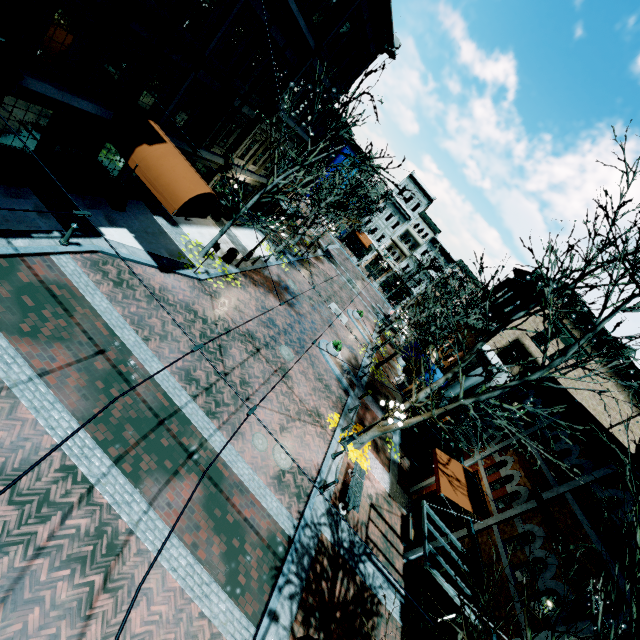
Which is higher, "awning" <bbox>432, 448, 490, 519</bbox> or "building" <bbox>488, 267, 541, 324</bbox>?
"building" <bbox>488, 267, 541, 324</bbox>

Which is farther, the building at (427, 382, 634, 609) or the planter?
the planter

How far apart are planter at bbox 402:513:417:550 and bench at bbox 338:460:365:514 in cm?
319

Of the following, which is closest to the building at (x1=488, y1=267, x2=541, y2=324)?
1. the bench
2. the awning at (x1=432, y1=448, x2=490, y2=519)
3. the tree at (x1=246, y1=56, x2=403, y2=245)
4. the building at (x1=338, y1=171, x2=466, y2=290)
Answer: the awning at (x1=432, y1=448, x2=490, y2=519)

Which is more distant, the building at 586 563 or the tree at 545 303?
the building at 586 563

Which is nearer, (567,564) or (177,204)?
(567,564)

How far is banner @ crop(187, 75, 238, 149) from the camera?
12.7m

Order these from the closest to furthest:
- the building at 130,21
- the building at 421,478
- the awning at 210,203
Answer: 1. the building at 130,21
2. the awning at 210,203
3. the building at 421,478
